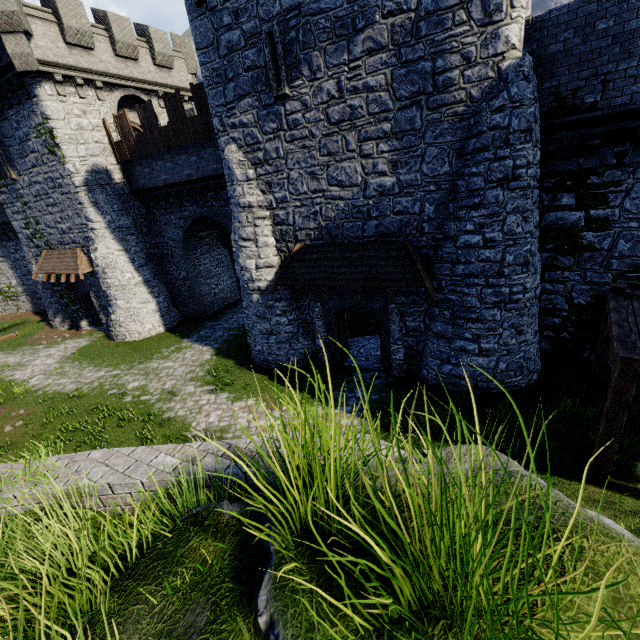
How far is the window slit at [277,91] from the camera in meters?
9.6

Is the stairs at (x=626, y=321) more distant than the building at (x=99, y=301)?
No

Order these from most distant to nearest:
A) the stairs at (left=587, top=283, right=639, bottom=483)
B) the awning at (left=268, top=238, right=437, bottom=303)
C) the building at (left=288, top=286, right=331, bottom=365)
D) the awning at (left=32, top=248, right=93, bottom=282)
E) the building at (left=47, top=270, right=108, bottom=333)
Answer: the building at (left=47, top=270, right=108, bottom=333) → the awning at (left=32, top=248, right=93, bottom=282) → the building at (left=288, top=286, right=331, bottom=365) → the awning at (left=268, top=238, right=437, bottom=303) → the stairs at (left=587, top=283, right=639, bottom=483)

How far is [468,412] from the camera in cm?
956

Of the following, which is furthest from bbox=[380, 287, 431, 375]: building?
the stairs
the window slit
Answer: the stairs

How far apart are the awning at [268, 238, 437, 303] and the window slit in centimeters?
453cm

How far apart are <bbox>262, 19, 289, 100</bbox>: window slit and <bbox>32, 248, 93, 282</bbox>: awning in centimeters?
1541cm

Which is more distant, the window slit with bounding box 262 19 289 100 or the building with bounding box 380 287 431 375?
the building with bounding box 380 287 431 375
